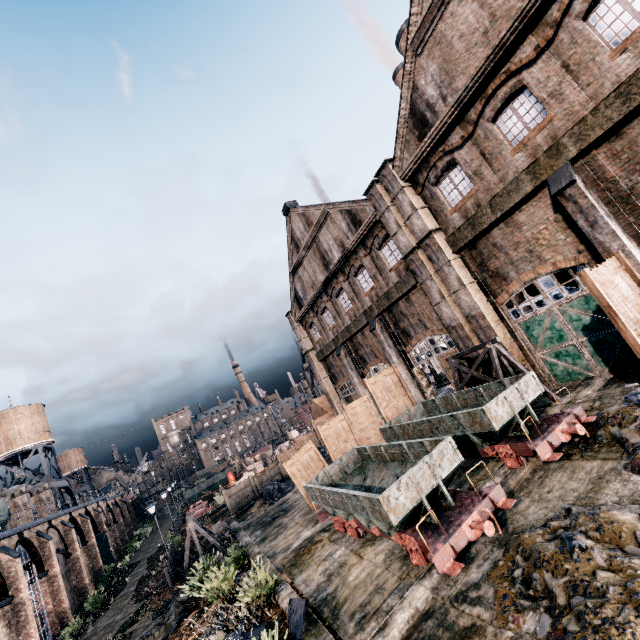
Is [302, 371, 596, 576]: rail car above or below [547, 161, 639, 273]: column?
below

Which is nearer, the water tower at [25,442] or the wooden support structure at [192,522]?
the wooden support structure at [192,522]

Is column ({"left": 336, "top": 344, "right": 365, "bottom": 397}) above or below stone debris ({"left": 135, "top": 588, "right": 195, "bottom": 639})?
above

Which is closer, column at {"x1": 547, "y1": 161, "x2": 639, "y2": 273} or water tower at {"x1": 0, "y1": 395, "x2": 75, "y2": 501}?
column at {"x1": 547, "y1": 161, "x2": 639, "y2": 273}

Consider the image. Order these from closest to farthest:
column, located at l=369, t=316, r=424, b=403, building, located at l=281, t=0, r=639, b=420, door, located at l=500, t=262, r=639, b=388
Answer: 1. building, located at l=281, t=0, r=639, b=420
2. door, located at l=500, t=262, r=639, b=388
3. column, located at l=369, t=316, r=424, b=403

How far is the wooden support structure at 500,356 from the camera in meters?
14.4

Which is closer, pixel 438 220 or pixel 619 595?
pixel 619 595

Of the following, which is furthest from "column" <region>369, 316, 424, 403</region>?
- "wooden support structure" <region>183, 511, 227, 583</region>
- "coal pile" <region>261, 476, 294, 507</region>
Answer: "wooden support structure" <region>183, 511, 227, 583</region>
